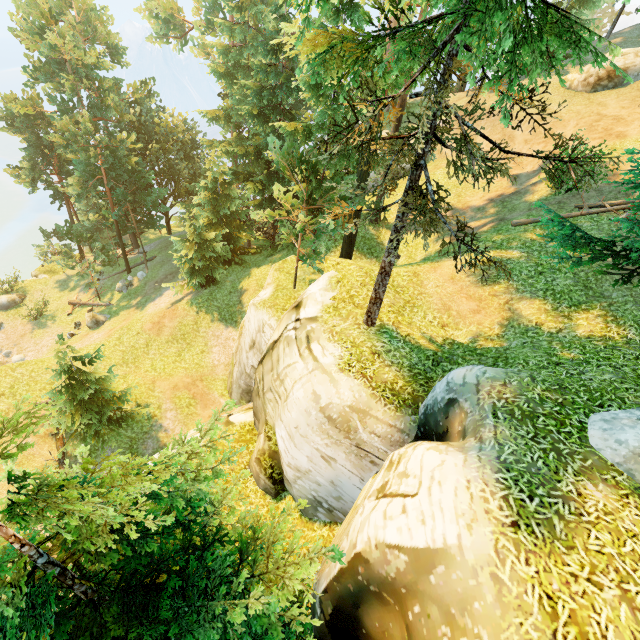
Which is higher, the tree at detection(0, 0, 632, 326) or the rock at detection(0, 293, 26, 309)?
the tree at detection(0, 0, 632, 326)

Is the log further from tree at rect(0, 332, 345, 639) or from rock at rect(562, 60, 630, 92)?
rock at rect(562, 60, 630, 92)

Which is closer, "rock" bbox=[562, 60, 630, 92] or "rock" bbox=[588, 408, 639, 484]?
"rock" bbox=[588, 408, 639, 484]

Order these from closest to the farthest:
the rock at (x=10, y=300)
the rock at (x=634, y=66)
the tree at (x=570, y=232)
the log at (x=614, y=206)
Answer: the tree at (x=570, y=232)
the log at (x=614, y=206)
the rock at (x=634, y=66)
the rock at (x=10, y=300)

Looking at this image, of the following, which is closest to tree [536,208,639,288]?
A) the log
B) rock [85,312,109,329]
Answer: the log

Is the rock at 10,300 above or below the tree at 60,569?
below

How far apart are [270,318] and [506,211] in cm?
1477

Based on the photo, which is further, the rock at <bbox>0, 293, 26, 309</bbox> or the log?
the rock at <bbox>0, 293, 26, 309</bbox>
